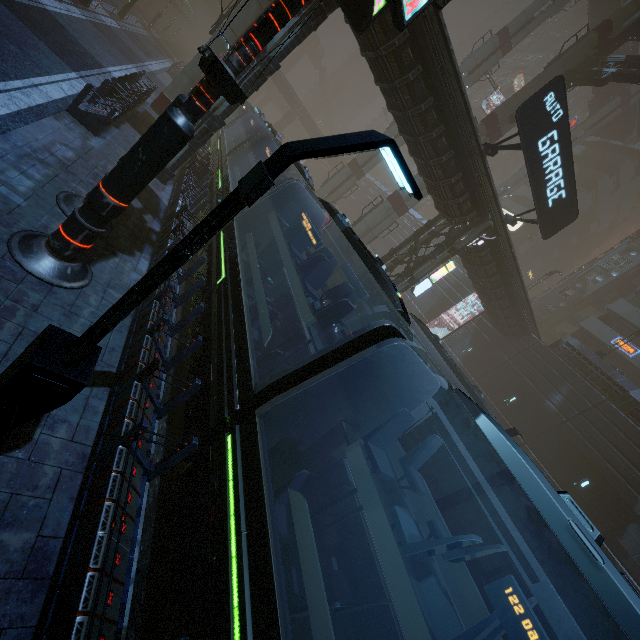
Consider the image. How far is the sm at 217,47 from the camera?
18.52m

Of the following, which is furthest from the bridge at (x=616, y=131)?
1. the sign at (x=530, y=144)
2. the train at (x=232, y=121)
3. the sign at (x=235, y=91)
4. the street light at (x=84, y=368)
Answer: the street light at (x=84, y=368)

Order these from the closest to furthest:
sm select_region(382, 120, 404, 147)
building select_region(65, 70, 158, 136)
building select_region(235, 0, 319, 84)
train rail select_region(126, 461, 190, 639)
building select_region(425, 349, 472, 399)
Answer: train rail select_region(126, 461, 190, 639) → building select_region(65, 70, 158, 136) → building select_region(235, 0, 319, 84) → building select_region(425, 349, 472, 399) → sm select_region(382, 120, 404, 147)

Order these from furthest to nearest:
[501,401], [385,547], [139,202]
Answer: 1. [501,401]
2. [139,202]
3. [385,547]

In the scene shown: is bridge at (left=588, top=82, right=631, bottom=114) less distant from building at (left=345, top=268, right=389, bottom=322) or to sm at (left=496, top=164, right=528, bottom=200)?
sm at (left=496, top=164, right=528, bottom=200)

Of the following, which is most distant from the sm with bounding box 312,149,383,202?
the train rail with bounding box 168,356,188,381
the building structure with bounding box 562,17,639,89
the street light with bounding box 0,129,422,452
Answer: the street light with bounding box 0,129,422,452

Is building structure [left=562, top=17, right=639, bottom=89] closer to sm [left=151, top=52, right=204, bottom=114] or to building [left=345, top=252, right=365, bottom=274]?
sm [left=151, top=52, right=204, bottom=114]

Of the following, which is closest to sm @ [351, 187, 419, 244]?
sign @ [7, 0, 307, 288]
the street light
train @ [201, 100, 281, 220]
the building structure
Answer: the building structure
